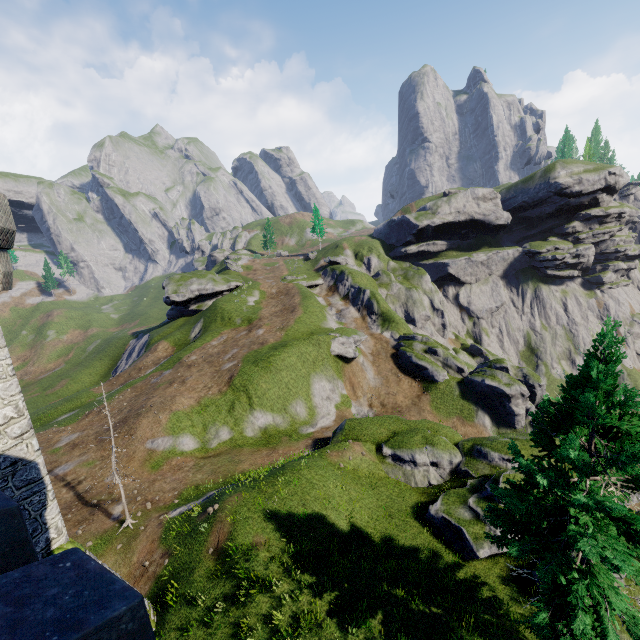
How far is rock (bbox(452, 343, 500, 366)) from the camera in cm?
5412

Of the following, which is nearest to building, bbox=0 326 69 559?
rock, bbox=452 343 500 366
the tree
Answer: the tree

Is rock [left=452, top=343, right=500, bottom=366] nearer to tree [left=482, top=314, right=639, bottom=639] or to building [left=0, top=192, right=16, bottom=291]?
tree [left=482, top=314, right=639, bottom=639]

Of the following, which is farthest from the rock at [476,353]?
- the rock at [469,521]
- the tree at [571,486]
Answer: the tree at [571,486]

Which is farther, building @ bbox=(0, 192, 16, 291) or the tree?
building @ bbox=(0, 192, 16, 291)

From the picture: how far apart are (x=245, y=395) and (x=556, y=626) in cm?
2614

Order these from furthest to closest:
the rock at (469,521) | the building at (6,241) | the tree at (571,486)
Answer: the rock at (469,521), the building at (6,241), the tree at (571,486)

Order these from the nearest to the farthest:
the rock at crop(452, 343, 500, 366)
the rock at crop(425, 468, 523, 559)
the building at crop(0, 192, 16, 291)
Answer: the building at crop(0, 192, 16, 291) < the rock at crop(425, 468, 523, 559) < the rock at crop(452, 343, 500, 366)
